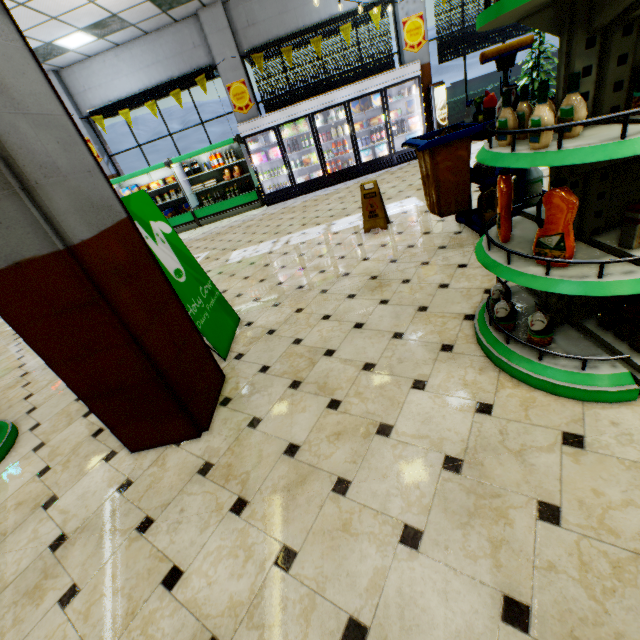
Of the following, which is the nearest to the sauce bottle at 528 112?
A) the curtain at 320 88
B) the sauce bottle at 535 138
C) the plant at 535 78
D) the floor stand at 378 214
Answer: the sauce bottle at 535 138

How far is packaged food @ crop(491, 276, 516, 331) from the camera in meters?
2.2

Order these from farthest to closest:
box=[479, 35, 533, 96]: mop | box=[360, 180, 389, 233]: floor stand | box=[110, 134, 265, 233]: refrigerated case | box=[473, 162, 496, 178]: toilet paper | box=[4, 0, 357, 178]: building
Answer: box=[110, 134, 265, 233]: refrigerated case → box=[4, 0, 357, 178]: building → box=[360, 180, 389, 233]: floor stand → box=[473, 162, 496, 178]: toilet paper → box=[479, 35, 533, 96]: mop

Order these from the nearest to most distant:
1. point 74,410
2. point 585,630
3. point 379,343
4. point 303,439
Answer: point 585,630
point 303,439
point 379,343
point 74,410

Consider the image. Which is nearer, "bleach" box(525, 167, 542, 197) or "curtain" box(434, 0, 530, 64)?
"bleach" box(525, 167, 542, 197)

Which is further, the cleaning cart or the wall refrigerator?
the wall refrigerator

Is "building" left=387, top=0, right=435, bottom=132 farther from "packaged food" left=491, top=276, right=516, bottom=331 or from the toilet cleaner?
the toilet cleaner

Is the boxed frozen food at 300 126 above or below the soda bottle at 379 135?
above
